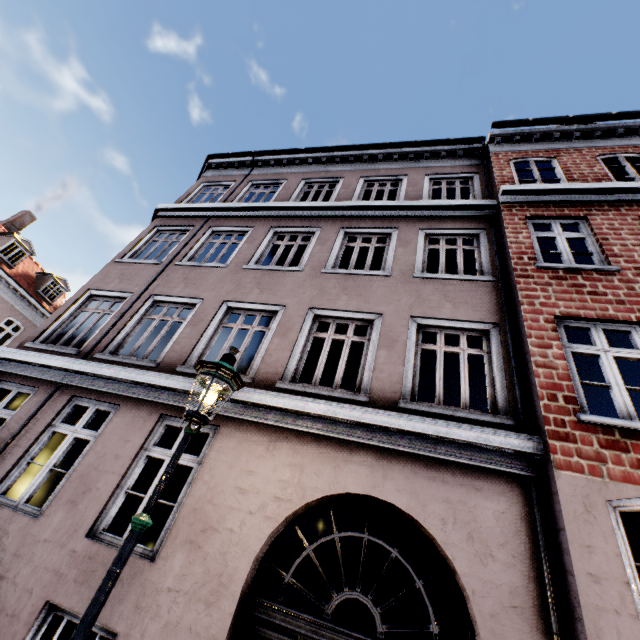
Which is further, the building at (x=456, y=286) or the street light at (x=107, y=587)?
the building at (x=456, y=286)

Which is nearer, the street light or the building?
the street light

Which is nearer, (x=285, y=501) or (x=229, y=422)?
(x=285, y=501)
